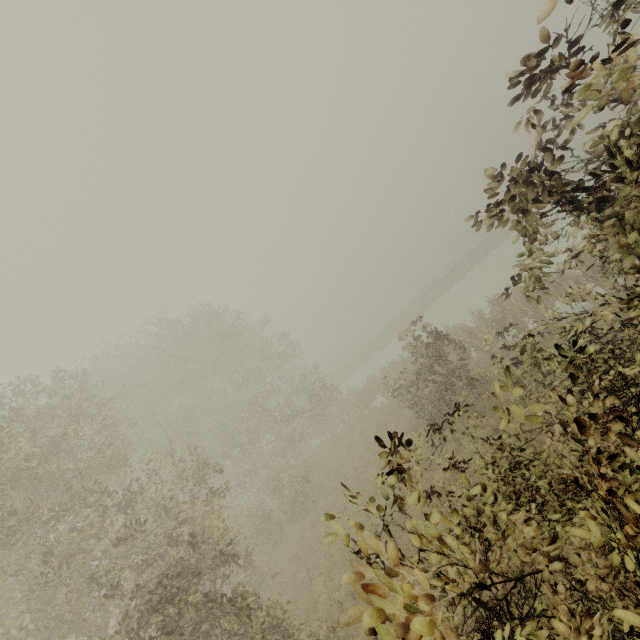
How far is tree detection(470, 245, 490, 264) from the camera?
36.6m

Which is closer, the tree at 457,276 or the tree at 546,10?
the tree at 546,10

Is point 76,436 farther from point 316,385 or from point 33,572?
point 316,385

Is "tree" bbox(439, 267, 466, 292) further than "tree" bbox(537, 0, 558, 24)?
Yes

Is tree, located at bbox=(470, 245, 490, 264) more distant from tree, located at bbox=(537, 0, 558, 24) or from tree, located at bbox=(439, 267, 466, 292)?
tree, located at bbox=(537, 0, 558, 24)

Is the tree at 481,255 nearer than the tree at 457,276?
Yes

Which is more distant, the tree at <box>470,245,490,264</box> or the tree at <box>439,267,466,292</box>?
the tree at <box>439,267,466,292</box>

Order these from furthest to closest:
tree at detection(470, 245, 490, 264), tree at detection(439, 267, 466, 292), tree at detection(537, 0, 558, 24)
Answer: tree at detection(439, 267, 466, 292) → tree at detection(470, 245, 490, 264) → tree at detection(537, 0, 558, 24)
